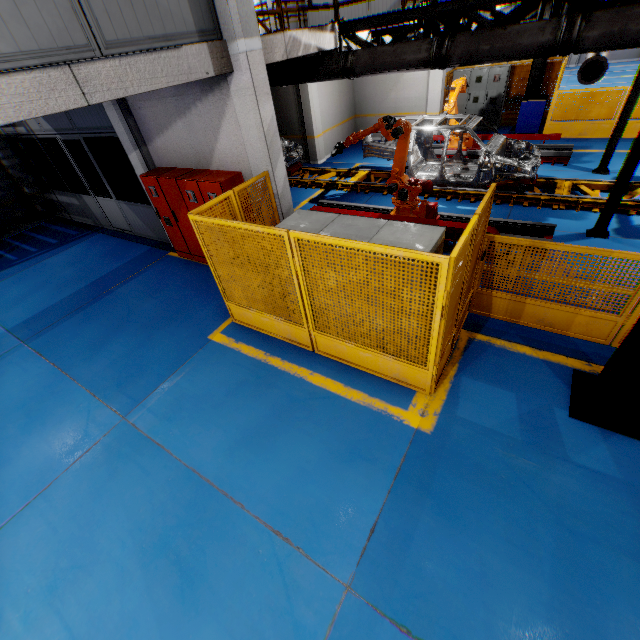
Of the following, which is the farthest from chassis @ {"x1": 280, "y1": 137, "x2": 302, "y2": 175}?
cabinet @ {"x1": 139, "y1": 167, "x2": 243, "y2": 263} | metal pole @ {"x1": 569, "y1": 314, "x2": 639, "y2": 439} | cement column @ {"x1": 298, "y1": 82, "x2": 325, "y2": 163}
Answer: metal pole @ {"x1": 569, "y1": 314, "x2": 639, "y2": 439}

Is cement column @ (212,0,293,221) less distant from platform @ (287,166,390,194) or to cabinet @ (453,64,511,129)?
platform @ (287,166,390,194)

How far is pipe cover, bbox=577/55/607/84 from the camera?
7.8 meters

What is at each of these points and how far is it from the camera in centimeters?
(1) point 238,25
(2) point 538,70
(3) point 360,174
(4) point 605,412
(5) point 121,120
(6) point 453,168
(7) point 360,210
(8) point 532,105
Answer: (1) cement column, 482cm
(2) metal pole, 1205cm
(3) platform, 1134cm
(4) metal pole, 397cm
(5) cement column, 719cm
(6) chassis, 999cm
(7) metal platform, 897cm
(8) toolbox, 1188cm

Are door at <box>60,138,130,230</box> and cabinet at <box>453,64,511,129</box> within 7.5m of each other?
no

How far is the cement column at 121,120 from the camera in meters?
7.1 m

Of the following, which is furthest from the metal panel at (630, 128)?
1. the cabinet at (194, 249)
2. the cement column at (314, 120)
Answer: the cement column at (314, 120)

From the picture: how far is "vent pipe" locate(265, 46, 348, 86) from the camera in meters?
7.1
